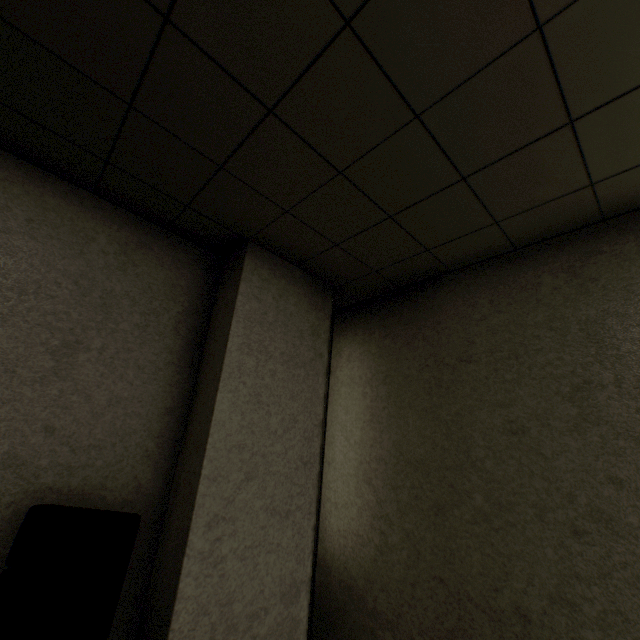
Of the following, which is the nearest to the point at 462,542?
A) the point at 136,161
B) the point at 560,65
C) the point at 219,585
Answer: the point at 219,585
